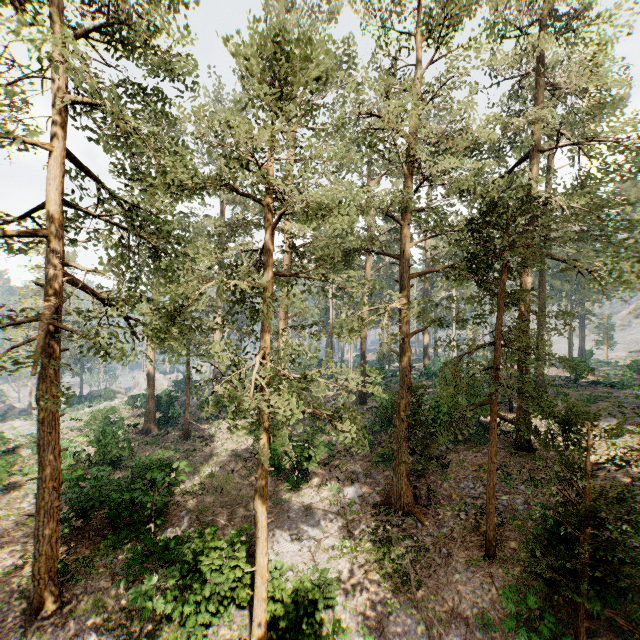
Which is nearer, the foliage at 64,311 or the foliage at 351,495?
the foliage at 64,311

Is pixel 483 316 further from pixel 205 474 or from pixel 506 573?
pixel 205 474

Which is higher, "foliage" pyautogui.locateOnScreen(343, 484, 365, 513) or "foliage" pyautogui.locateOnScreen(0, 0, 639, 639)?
"foliage" pyautogui.locateOnScreen(0, 0, 639, 639)

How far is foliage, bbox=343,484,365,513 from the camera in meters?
16.5

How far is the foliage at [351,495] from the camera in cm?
1648

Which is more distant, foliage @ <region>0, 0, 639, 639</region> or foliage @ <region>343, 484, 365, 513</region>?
foliage @ <region>343, 484, 365, 513</region>
